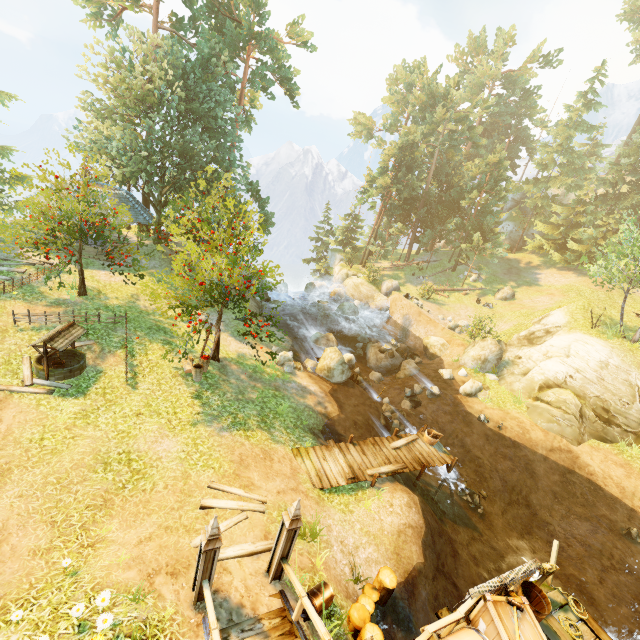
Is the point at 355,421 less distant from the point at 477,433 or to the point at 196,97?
the point at 477,433

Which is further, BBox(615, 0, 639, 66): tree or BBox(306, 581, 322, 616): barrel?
BBox(615, 0, 639, 66): tree

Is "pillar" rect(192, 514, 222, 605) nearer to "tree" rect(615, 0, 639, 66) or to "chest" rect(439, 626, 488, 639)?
"chest" rect(439, 626, 488, 639)

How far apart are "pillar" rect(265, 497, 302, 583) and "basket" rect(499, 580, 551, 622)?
4.21m

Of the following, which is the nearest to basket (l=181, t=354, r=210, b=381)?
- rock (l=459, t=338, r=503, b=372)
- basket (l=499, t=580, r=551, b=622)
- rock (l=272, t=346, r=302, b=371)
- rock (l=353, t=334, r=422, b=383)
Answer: rock (l=272, t=346, r=302, b=371)

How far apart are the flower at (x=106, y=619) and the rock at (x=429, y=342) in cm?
2434

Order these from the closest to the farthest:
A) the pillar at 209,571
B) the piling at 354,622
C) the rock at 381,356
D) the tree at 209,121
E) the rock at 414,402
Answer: the pillar at 209,571, the piling at 354,622, the tree at 209,121, the rock at 414,402, the rock at 381,356

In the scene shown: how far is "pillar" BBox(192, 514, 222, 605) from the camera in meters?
5.7 m
